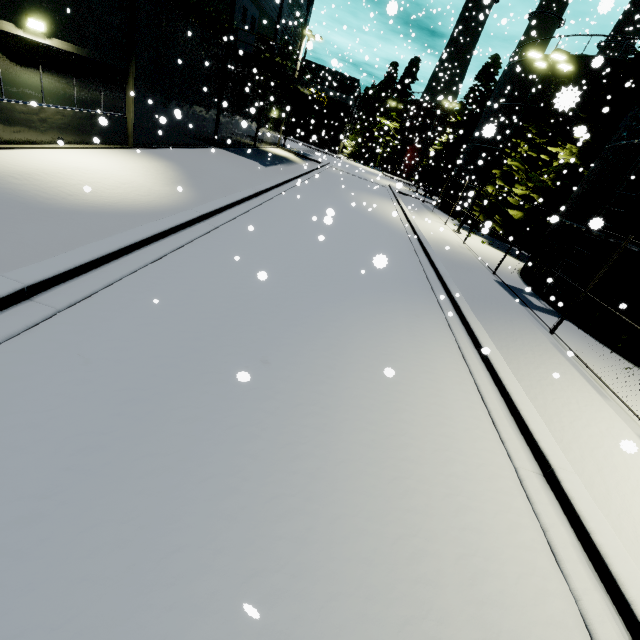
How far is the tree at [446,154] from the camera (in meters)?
33.31

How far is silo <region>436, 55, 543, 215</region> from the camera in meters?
23.4 m

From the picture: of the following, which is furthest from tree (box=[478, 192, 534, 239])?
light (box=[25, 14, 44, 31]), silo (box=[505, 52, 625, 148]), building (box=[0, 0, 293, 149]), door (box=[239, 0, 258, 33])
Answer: light (box=[25, 14, 44, 31])

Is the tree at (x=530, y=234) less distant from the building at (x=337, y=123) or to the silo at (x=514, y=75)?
the silo at (x=514, y=75)

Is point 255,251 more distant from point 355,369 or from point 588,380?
point 588,380

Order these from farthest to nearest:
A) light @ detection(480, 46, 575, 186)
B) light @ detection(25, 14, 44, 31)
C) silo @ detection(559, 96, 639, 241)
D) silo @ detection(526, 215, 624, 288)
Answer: light @ detection(480, 46, 575, 186), silo @ detection(526, 215, 624, 288), silo @ detection(559, 96, 639, 241), light @ detection(25, 14, 44, 31)
